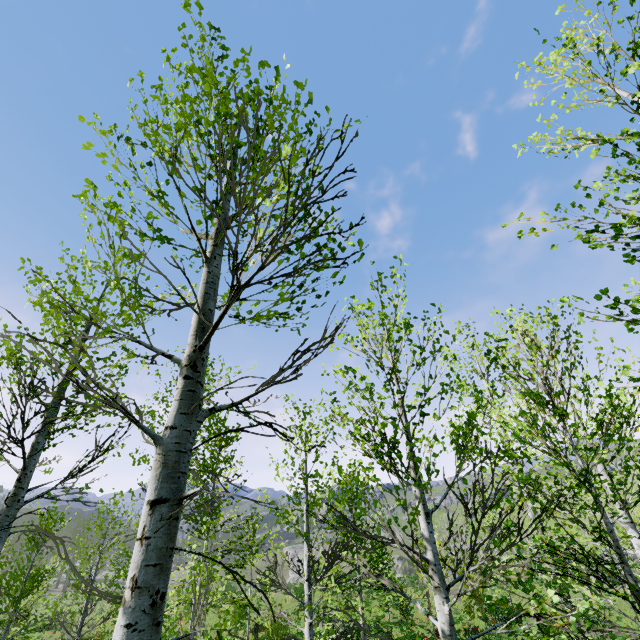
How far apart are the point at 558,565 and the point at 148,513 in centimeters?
417cm
